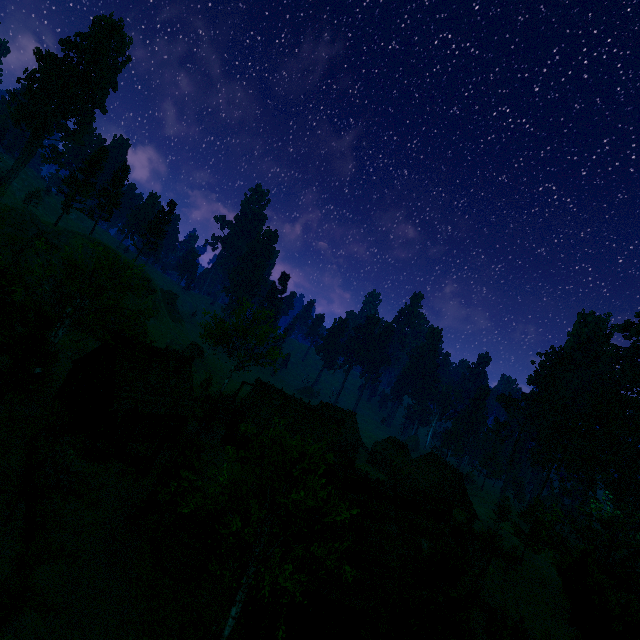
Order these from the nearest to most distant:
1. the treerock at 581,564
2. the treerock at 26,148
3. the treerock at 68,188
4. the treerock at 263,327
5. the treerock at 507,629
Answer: the treerock at 581,564, the treerock at 507,629, the treerock at 263,327, the treerock at 68,188, the treerock at 26,148

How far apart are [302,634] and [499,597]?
27.4 meters

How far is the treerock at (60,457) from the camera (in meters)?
20.95

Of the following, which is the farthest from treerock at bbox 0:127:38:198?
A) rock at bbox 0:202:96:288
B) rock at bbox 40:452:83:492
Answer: rock at bbox 40:452:83:492

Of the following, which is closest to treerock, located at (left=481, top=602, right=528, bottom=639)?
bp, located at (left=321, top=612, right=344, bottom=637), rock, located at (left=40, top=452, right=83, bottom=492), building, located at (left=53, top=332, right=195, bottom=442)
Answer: building, located at (left=53, top=332, right=195, bottom=442)

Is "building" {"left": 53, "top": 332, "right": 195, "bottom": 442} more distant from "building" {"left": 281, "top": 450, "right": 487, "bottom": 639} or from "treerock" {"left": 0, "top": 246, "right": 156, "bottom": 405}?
"building" {"left": 281, "top": 450, "right": 487, "bottom": 639}

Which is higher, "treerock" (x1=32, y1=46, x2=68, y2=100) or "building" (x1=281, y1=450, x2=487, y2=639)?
"treerock" (x1=32, y1=46, x2=68, y2=100)

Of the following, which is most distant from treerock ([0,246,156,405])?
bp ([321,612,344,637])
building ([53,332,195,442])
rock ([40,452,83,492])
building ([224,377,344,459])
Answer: bp ([321,612,344,637])
